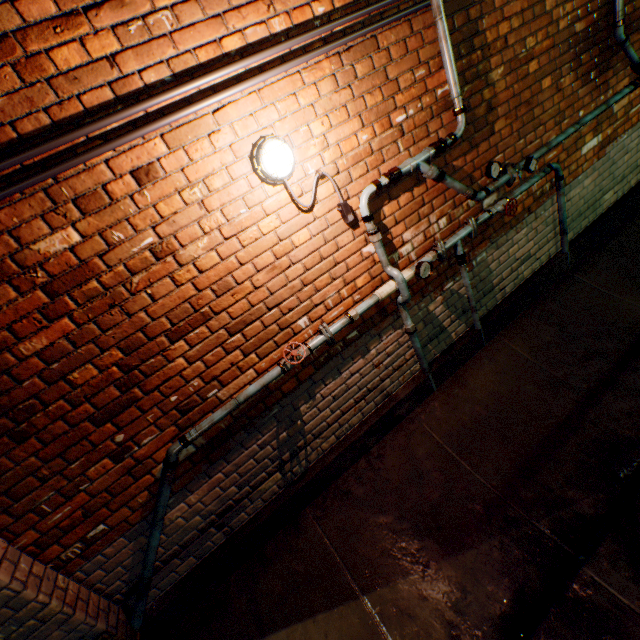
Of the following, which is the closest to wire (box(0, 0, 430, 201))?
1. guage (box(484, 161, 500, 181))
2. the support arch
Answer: the support arch

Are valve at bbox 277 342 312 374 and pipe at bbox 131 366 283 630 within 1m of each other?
yes

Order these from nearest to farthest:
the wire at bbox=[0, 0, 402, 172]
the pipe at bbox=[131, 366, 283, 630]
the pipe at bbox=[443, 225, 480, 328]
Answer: the wire at bbox=[0, 0, 402, 172] < the pipe at bbox=[131, 366, 283, 630] < the pipe at bbox=[443, 225, 480, 328]

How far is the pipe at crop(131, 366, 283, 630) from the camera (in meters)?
2.10

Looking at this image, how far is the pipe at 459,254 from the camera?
2.8 meters

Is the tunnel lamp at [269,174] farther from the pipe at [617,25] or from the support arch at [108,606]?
the support arch at [108,606]

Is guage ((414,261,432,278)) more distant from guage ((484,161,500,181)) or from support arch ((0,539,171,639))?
support arch ((0,539,171,639))

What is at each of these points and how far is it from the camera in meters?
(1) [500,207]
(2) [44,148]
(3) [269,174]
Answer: (1) valve, 2.9 m
(2) wire, 1.5 m
(3) tunnel lamp, 1.9 m
